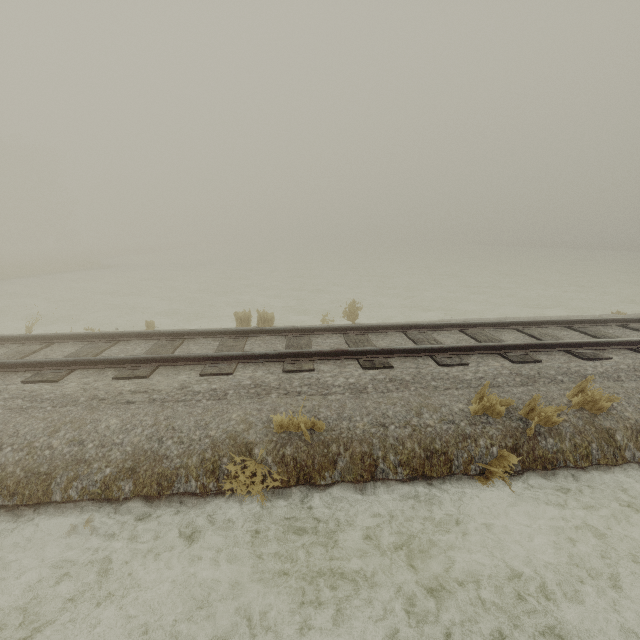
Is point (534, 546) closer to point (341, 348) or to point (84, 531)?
point (341, 348)
